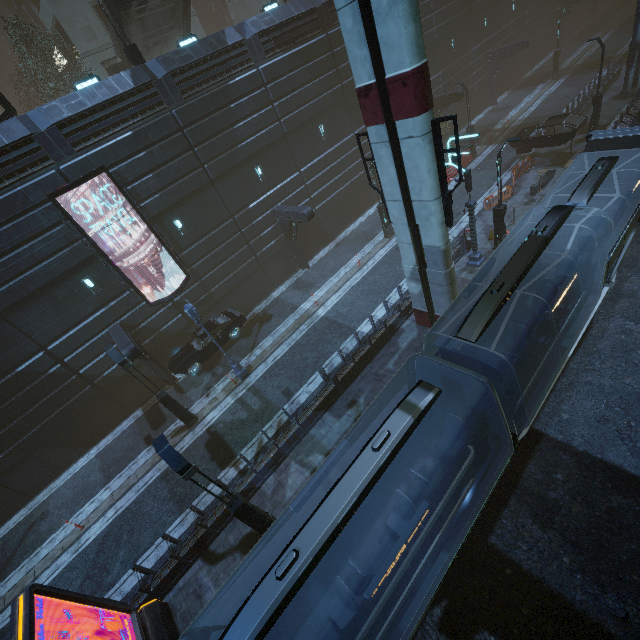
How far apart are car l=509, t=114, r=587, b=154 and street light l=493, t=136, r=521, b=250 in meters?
9.5

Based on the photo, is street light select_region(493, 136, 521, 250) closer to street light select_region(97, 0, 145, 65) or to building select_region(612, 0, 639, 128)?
building select_region(612, 0, 639, 128)

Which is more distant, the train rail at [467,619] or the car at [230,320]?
the car at [230,320]

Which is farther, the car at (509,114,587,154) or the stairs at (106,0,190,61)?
the car at (509,114,587,154)

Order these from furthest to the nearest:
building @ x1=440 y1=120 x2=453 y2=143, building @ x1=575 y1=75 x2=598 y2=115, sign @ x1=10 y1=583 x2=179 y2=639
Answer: building @ x1=440 y1=120 x2=453 y2=143 → building @ x1=575 y1=75 x2=598 y2=115 → sign @ x1=10 y1=583 x2=179 y2=639

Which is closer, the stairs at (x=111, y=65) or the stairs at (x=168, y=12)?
the stairs at (x=168, y=12)

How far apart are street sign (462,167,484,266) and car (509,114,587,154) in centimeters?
1086cm

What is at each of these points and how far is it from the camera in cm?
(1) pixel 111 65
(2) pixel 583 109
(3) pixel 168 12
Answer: (1) stairs, 2175
(2) building, 2466
(3) stairs, 2023
